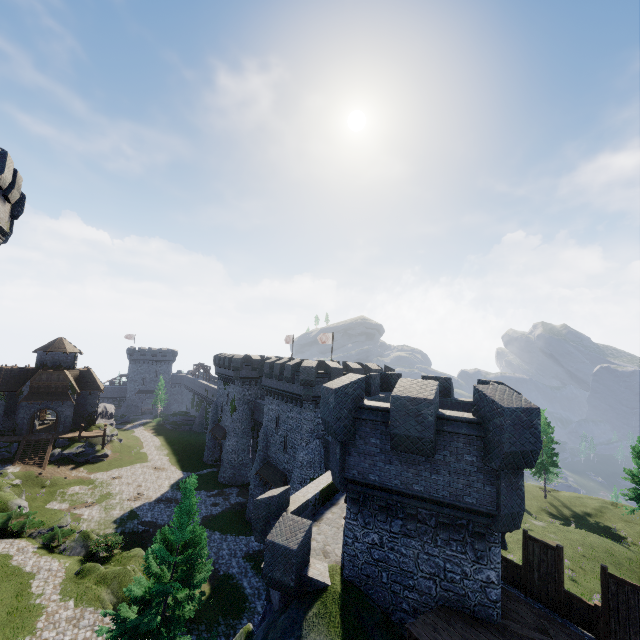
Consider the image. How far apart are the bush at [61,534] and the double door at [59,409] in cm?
2629

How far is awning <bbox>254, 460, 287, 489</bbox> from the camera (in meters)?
30.59

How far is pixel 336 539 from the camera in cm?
1511

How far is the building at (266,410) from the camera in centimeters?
2953cm

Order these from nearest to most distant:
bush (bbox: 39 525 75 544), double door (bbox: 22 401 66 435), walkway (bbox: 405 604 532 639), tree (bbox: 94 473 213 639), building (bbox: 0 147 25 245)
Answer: walkway (bbox: 405 604 532 639), tree (bbox: 94 473 213 639), building (bbox: 0 147 25 245), bush (bbox: 39 525 75 544), double door (bbox: 22 401 66 435)

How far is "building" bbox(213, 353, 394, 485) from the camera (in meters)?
29.53

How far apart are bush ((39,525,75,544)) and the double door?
26.29m

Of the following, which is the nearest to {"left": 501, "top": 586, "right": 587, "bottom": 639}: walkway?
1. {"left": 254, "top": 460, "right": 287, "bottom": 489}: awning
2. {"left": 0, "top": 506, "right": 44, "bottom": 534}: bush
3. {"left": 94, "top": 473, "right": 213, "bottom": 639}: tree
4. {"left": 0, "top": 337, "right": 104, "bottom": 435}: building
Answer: {"left": 94, "top": 473, "right": 213, "bottom": 639}: tree
